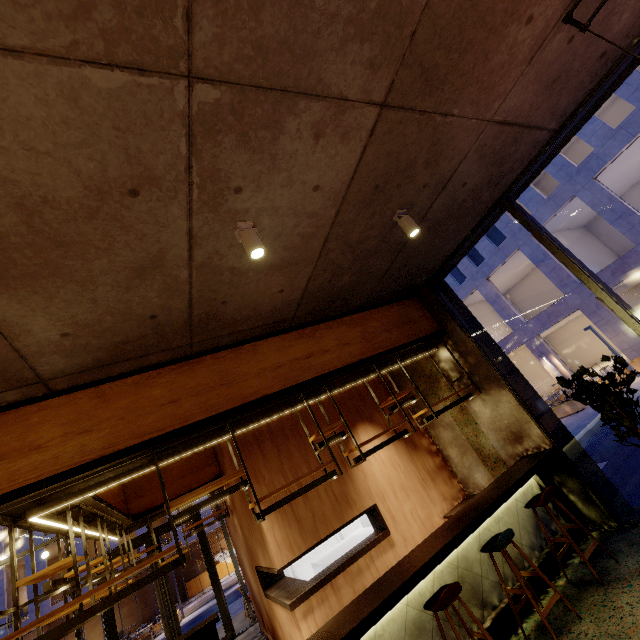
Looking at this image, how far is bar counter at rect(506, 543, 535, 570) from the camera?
4.3m

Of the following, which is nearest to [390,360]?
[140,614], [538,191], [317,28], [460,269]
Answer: [317,28]

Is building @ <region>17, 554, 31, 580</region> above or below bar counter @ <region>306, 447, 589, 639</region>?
above

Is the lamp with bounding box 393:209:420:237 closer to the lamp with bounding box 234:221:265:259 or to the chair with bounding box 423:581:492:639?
the lamp with bounding box 234:221:265:259

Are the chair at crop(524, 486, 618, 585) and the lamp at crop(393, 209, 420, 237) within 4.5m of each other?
yes

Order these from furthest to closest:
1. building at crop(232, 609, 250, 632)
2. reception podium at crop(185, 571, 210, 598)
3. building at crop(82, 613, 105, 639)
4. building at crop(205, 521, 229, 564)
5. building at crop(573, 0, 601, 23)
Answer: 1. reception podium at crop(185, 571, 210, 598)
2. building at crop(205, 521, 229, 564)
3. building at crop(82, 613, 105, 639)
4. building at crop(232, 609, 250, 632)
5. building at crop(573, 0, 601, 23)

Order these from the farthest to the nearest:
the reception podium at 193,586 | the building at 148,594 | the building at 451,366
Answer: the reception podium at 193,586, the building at 148,594, the building at 451,366

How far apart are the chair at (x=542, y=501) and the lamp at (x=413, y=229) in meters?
3.7
